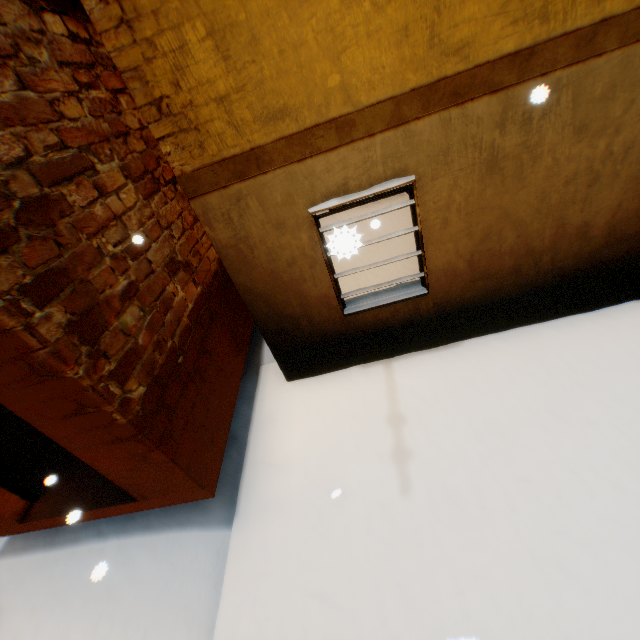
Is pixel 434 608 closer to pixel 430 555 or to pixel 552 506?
pixel 430 555
